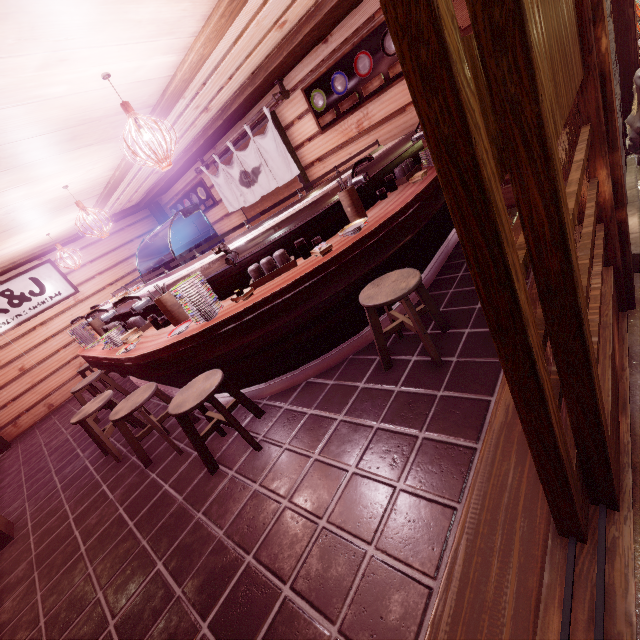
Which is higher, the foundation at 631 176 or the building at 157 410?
the foundation at 631 176

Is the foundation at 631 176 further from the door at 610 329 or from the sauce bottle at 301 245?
the sauce bottle at 301 245

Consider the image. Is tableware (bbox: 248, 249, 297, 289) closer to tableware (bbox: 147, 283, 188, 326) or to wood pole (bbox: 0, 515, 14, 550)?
tableware (bbox: 147, 283, 188, 326)

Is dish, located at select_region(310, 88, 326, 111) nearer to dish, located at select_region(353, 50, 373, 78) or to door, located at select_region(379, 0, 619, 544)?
dish, located at select_region(353, 50, 373, 78)

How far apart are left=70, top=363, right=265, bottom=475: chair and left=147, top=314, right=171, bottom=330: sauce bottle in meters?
1.0

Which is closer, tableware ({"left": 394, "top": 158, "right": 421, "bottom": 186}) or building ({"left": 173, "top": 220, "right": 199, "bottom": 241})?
tableware ({"left": 394, "top": 158, "right": 421, "bottom": 186})

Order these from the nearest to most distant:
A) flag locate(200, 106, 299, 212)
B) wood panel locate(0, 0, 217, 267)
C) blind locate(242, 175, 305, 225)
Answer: wood panel locate(0, 0, 217, 267) < flag locate(200, 106, 299, 212) < blind locate(242, 175, 305, 225)

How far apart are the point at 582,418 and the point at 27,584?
7.3m
